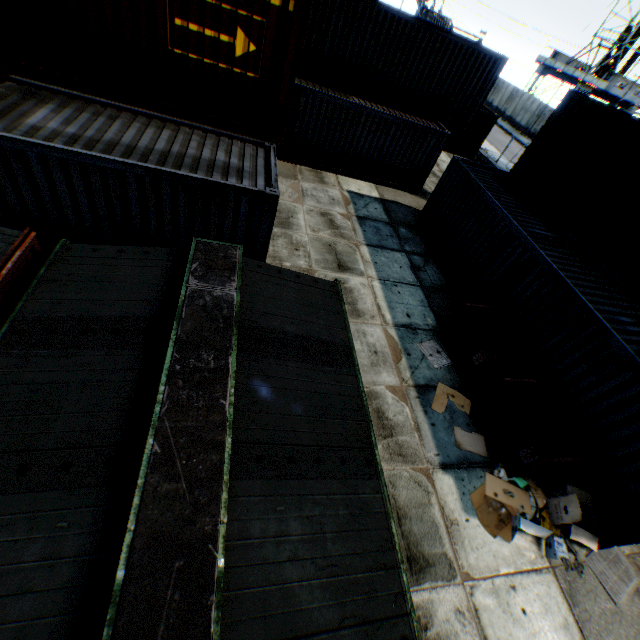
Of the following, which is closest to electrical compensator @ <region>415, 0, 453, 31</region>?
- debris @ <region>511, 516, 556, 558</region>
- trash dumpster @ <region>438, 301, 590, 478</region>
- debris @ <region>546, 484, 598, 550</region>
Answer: trash dumpster @ <region>438, 301, 590, 478</region>

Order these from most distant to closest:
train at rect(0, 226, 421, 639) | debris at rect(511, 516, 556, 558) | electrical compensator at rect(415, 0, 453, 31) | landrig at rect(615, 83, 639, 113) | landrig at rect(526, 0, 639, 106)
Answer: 1. landrig at rect(615, 83, 639, 113)
2. landrig at rect(526, 0, 639, 106)
3. electrical compensator at rect(415, 0, 453, 31)
4. debris at rect(511, 516, 556, 558)
5. train at rect(0, 226, 421, 639)

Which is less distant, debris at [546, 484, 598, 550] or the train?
the train

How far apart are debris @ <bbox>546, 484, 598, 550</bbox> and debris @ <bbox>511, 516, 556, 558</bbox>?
0.32m

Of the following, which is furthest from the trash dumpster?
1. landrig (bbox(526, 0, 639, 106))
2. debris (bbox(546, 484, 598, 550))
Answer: landrig (bbox(526, 0, 639, 106))

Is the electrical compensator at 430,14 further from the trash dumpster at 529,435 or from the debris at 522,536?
the debris at 522,536

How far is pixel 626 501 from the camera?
6.4m

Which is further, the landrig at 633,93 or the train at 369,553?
the landrig at 633,93
